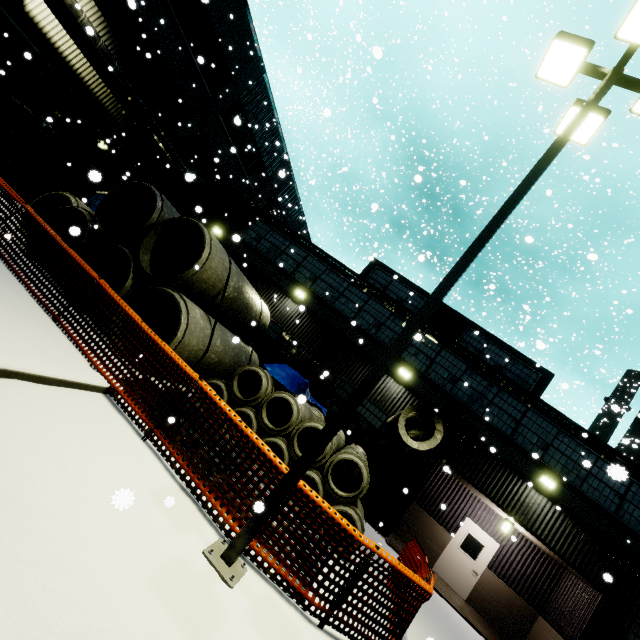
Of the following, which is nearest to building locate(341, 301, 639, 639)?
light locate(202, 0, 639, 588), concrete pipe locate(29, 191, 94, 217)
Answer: light locate(202, 0, 639, 588)

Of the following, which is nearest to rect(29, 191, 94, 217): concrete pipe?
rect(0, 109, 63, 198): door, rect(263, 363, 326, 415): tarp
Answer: rect(263, 363, 326, 415): tarp

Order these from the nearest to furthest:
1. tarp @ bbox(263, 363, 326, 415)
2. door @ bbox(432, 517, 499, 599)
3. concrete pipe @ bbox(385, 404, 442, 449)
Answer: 1. concrete pipe @ bbox(385, 404, 442, 449)
2. tarp @ bbox(263, 363, 326, 415)
3. door @ bbox(432, 517, 499, 599)

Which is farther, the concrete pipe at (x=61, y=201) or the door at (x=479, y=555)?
the door at (x=479, y=555)

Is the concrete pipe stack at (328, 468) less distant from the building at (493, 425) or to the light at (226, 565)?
the building at (493, 425)

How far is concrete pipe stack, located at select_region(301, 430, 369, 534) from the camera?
7.2m

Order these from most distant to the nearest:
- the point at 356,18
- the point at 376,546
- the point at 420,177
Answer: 1. the point at 356,18
2. the point at 420,177
3. the point at 376,546

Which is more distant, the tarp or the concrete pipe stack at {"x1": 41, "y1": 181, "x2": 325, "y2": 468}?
the tarp
